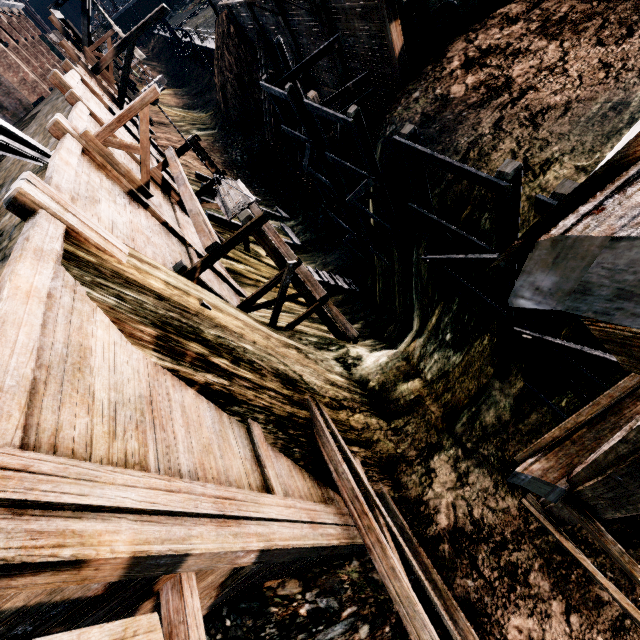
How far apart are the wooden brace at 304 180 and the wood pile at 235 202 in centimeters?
1168cm

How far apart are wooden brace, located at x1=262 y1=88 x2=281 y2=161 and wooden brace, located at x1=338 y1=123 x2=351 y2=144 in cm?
957

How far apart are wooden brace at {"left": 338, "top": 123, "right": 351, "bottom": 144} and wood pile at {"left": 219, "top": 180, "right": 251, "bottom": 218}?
8.54m

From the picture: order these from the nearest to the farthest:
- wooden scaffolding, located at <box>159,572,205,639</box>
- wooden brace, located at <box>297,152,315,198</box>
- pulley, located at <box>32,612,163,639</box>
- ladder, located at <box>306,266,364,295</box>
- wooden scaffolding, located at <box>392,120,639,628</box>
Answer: wooden scaffolding, located at <box>392,120,639,628</box> < pulley, located at <box>32,612,163,639</box> < wooden scaffolding, located at <box>159,572,205,639</box> < ladder, located at <box>306,266,364,295</box> < wooden brace, located at <box>297,152,315,198</box>

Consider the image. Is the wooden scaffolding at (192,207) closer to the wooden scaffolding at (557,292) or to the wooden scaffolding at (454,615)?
the wooden scaffolding at (454,615)

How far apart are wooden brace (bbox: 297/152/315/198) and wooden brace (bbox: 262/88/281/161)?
4.4 meters

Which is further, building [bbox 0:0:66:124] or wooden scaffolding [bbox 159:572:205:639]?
building [bbox 0:0:66:124]

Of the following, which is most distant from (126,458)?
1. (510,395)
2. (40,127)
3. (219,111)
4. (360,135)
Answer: (219,111)
